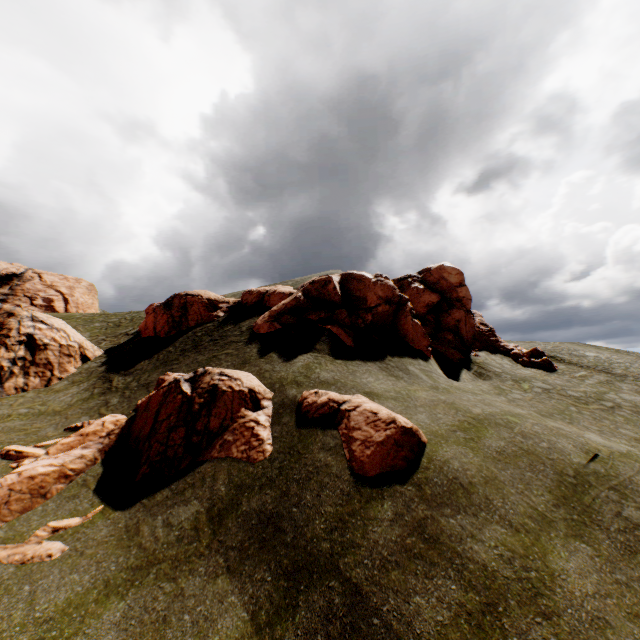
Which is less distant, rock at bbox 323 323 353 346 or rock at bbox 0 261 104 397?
rock at bbox 323 323 353 346

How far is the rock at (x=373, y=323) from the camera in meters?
20.2

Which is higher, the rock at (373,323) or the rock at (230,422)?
the rock at (373,323)

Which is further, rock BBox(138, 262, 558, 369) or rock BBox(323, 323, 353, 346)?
rock BBox(138, 262, 558, 369)

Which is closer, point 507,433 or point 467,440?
point 467,440

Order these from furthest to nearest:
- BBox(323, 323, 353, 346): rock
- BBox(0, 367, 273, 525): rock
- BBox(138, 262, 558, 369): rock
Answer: BBox(138, 262, 558, 369): rock < BBox(323, 323, 353, 346): rock < BBox(0, 367, 273, 525): rock
